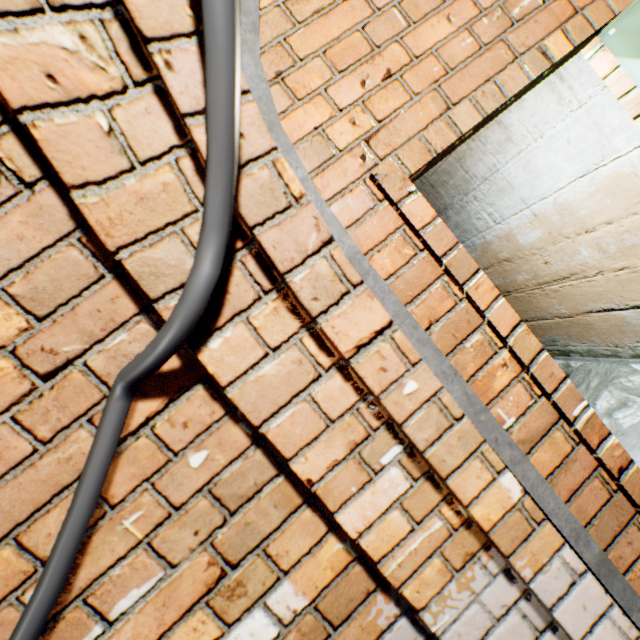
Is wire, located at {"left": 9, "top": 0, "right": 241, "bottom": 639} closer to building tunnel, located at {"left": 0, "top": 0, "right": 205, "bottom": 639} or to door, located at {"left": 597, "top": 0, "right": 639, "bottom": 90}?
building tunnel, located at {"left": 0, "top": 0, "right": 205, "bottom": 639}

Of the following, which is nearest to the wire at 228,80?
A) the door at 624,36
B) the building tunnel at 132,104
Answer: the building tunnel at 132,104

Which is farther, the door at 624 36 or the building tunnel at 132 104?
the door at 624 36

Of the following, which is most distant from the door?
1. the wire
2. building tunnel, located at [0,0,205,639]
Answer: the wire

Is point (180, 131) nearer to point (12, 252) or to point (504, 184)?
point (12, 252)

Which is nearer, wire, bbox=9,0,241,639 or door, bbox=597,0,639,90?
wire, bbox=9,0,241,639
